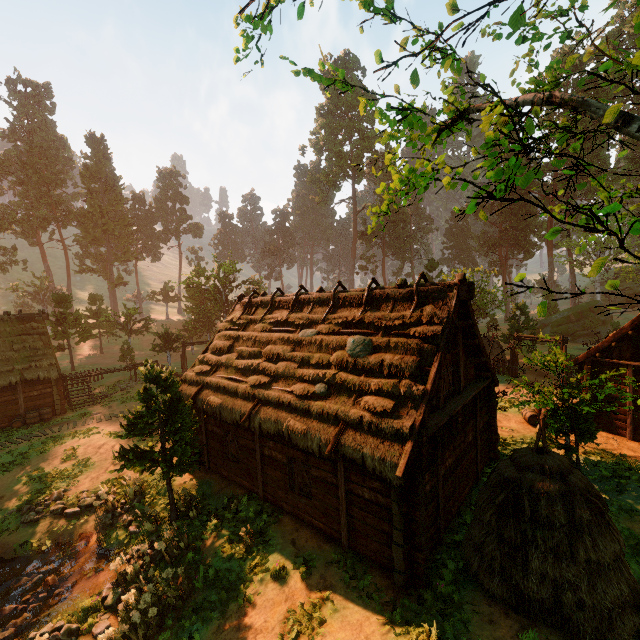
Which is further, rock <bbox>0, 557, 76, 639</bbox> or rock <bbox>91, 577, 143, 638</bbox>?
rock <bbox>0, 557, 76, 639</bbox>

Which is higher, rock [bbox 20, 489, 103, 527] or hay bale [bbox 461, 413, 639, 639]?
hay bale [bbox 461, 413, 639, 639]

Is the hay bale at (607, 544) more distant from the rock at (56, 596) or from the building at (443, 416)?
the rock at (56, 596)

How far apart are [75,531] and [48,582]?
2.39m

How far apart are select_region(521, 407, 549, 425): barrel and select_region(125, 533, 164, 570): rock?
17.8m

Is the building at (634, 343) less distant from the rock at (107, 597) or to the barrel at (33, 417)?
the barrel at (33, 417)

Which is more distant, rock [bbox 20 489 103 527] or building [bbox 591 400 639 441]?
building [bbox 591 400 639 441]

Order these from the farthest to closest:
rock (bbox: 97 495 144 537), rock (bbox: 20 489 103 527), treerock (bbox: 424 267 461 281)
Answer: treerock (bbox: 424 267 461 281) → rock (bbox: 20 489 103 527) → rock (bbox: 97 495 144 537)
